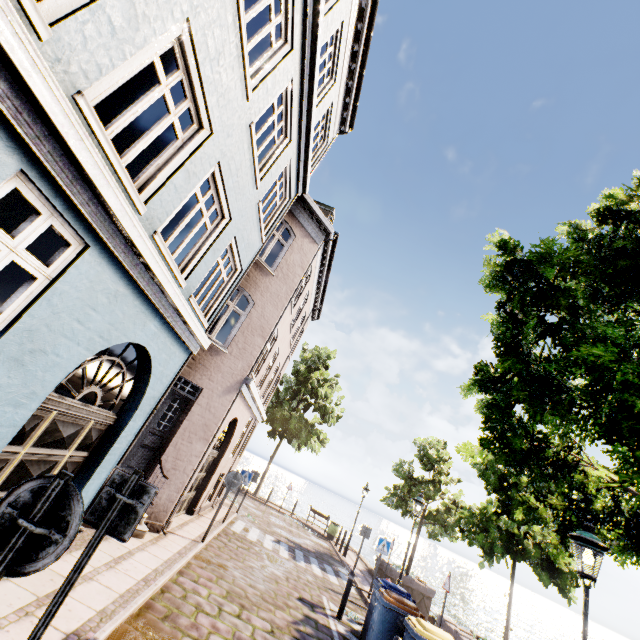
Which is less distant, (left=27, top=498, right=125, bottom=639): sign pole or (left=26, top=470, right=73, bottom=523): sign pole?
(left=26, top=470, right=73, bottom=523): sign pole

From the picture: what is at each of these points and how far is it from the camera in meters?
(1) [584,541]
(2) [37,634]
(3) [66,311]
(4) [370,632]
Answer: (1) street light, 4.9 m
(2) sign pole, 2.6 m
(3) building, 4.0 m
(4) trash bin, 7.0 m

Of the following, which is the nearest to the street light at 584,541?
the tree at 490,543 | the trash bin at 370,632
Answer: the tree at 490,543

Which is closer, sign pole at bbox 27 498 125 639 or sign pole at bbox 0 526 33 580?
sign pole at bbox 0 526 33 580

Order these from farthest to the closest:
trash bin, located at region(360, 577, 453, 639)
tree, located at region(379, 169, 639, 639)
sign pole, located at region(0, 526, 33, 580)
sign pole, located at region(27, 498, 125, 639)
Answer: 1. trash bin, located at region(360, 577, 453, 639)
2. tree, located at region(379, 169, 639, 639)
3. sign pole, located at region(27, 498, 125, 639)
4. sign pole, located at region(0, 526, 33, 580)

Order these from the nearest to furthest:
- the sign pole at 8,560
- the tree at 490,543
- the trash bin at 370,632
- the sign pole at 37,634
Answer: A: the sign pole at 8,560 → the sign pole at 37,634 → the tree at 490,543 → the trash bin at 370,632

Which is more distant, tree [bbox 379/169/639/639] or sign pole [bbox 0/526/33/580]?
tree [bbox 379/169/639/639]

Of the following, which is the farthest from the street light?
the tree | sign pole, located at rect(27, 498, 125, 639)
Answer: sign pole, located at rect(27, 498, 125, 639)
